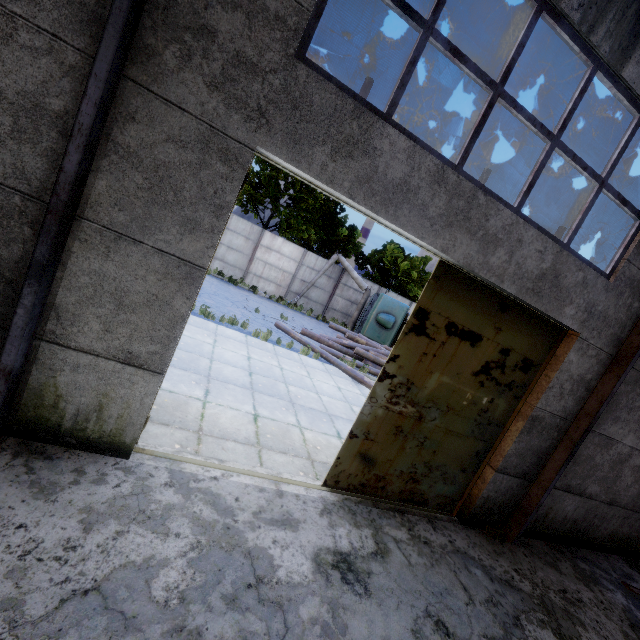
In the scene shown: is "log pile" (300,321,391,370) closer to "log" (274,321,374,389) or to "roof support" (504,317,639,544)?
"log" (274,321,374,389)

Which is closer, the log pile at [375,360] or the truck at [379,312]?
the log pile at [375,360]

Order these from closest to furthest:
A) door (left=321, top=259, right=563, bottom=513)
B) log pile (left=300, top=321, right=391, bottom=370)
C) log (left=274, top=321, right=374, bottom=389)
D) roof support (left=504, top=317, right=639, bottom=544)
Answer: door (left=321, top=259, right=563, bottom=513) < roof support (left=504, top=317, right=639, bottom=544) < log (left=274, top=321, right=374, bottom=389) < log pile (left=300, top=321, right=391, bottom=370)

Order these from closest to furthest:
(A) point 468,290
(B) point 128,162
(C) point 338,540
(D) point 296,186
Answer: (B) point 128,162
(C) point 338,540
(A) point 468,290
(D) point 296,186

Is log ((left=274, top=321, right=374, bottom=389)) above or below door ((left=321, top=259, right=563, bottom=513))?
below

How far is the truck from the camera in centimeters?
1839cm

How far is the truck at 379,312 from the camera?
18.4m

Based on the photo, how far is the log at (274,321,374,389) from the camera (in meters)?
11.48
